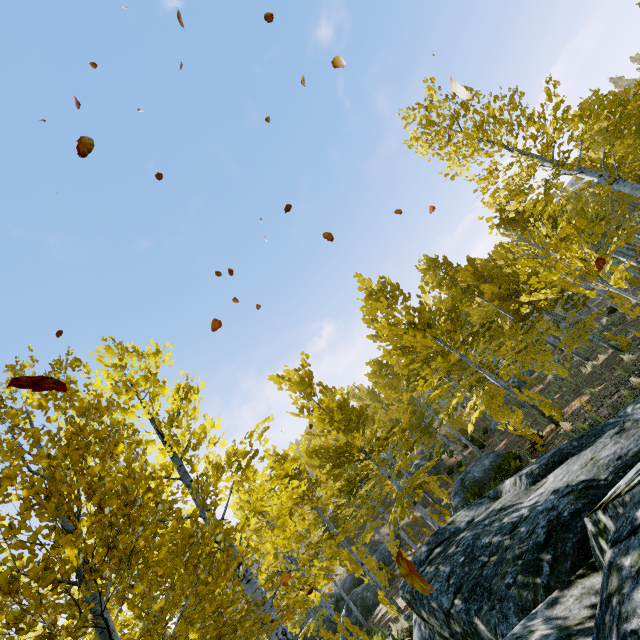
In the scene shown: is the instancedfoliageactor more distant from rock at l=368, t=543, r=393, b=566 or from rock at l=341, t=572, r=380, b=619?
rock at l=341, t=572, r=380, b=619

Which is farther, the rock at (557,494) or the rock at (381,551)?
the rock at (381,551)

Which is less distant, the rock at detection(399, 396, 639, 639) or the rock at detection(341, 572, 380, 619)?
the rock at detection(399, 396, 639, 639)

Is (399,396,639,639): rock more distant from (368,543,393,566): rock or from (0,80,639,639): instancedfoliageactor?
(368,543,393,566): rock

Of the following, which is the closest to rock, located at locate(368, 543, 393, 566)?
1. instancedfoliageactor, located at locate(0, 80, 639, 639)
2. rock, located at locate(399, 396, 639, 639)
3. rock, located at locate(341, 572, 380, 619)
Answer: rock, located at locate(341, 572, 380, 619)

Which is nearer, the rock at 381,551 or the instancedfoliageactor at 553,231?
the instancedfoliageactor at 553,231

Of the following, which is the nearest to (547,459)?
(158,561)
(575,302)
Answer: (158,561)

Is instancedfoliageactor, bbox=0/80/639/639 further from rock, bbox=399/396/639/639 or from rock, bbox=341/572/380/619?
rock, bbox=341/572/380/619
